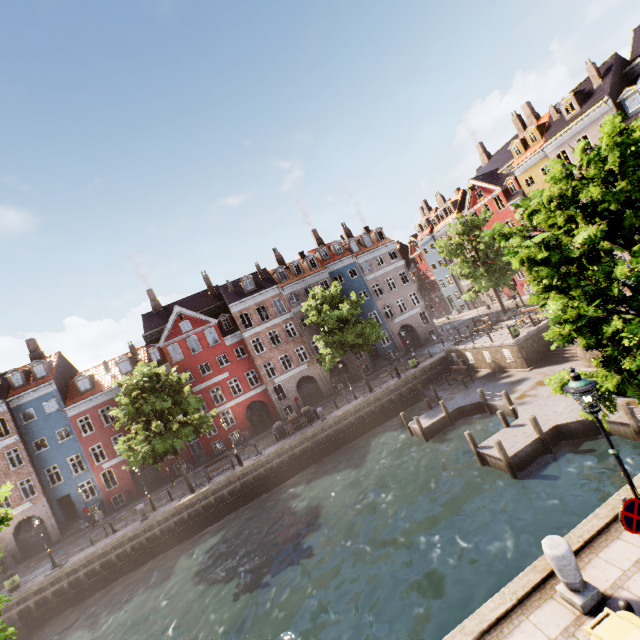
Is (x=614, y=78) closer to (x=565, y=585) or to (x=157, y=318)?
(x=565, y=585)

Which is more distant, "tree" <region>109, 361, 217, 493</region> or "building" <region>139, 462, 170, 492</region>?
"building" <region>139, 462, 170, 492</region>

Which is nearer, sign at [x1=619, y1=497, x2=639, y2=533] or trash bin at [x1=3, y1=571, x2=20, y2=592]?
sign at [x1=619, y1=497, x2=639, y2=533]

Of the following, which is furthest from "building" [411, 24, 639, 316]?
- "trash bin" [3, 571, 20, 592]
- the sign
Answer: "trash bin" [3, 571, 20, 592]

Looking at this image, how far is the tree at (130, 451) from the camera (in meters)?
21.69

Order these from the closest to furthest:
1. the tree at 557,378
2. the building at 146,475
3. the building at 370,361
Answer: the tree at 557,378
the building at 146,475
the building at 370,361

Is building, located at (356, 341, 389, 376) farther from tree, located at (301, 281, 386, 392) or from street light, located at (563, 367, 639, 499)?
street light, located at (563, 367, 639, 499)

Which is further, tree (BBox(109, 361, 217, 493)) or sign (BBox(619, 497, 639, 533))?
tree (BBox(109, 361, 217, 493))
